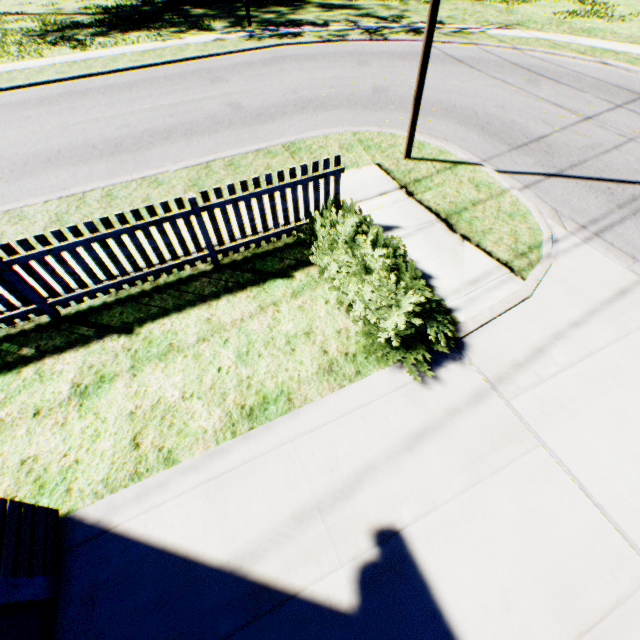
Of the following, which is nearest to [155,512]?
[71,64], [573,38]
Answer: [71,64]

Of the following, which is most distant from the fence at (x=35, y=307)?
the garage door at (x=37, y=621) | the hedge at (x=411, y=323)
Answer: the garage door at (x=37, y=621)

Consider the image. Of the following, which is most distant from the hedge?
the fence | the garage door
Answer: the garage door

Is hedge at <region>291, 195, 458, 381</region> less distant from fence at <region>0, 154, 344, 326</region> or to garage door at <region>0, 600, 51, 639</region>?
fence at <region>0, 154, 344, 326</region>

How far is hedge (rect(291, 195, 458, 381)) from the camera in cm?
405
